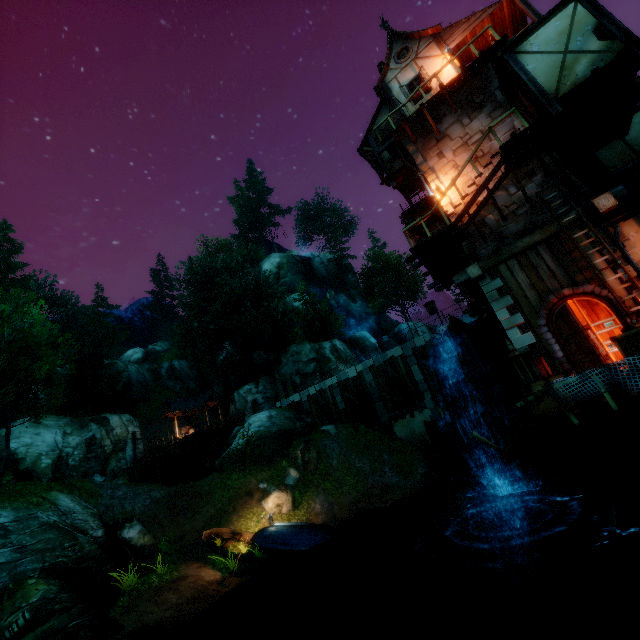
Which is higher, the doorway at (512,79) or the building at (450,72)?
the building at (450,72)

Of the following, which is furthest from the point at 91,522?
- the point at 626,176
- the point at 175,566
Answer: the point at 626,176

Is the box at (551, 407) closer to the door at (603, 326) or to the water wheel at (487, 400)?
the door at (603, 326)

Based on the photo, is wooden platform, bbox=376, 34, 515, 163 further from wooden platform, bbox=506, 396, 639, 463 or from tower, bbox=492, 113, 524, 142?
wooden platform, bbox=506, 396, 639, 463

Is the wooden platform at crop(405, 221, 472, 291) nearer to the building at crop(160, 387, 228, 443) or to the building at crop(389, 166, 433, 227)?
the building at crop(389, 166, 433, 227)

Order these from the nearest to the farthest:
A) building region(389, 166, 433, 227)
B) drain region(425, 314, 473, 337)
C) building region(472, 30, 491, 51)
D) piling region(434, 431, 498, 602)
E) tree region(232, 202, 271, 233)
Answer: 1. piling region(434, 431, 498, 602)
2. drain region(425, 314, 473, 337)
3. building region(472, 30, 491, 51)
4. building region(389, 166, 433, 227)
5. tree region(232, 202, 271, 233)

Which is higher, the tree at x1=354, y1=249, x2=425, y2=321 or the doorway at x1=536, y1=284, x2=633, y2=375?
the tree at x1=354, y1=249, x2=425, y2=321

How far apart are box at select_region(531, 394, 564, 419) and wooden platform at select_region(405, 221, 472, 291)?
5.50m
